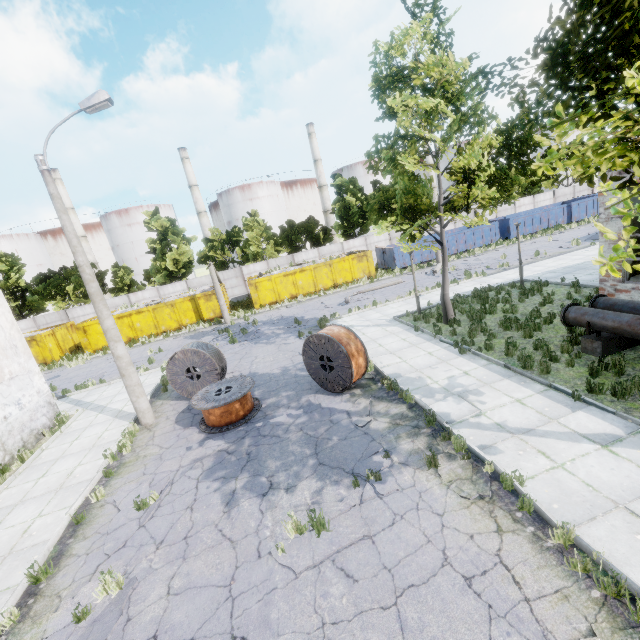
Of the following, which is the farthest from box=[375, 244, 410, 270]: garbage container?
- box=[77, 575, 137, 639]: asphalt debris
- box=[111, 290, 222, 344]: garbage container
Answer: box=[77, 575, 137, 639]: asphalt debris

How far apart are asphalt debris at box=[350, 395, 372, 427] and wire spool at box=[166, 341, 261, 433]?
3.1m

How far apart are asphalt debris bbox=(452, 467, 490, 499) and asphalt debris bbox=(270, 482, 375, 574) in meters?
0.8

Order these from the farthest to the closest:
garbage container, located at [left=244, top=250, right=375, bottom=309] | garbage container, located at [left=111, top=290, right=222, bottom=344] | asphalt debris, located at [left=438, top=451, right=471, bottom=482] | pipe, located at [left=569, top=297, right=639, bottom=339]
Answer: garbage container, located at [left=244, top=250, right=375, bottom=309] → garbage container, located at [left=111, top=290, right=222, bottom=344] → pipe, located at [left=569, top=297, right=639, bottom=339] → asphalt debris, located at [left=438, top=451, right=471, bottom=482]

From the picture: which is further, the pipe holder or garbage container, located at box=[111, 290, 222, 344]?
garbage container, located at box=[111, 290, 222, 344]

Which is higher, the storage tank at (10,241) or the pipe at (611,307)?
the storage tank at (10,241)

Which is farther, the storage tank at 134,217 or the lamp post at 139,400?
the storage tank at 134,217

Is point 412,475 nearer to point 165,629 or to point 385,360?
point 165,629
